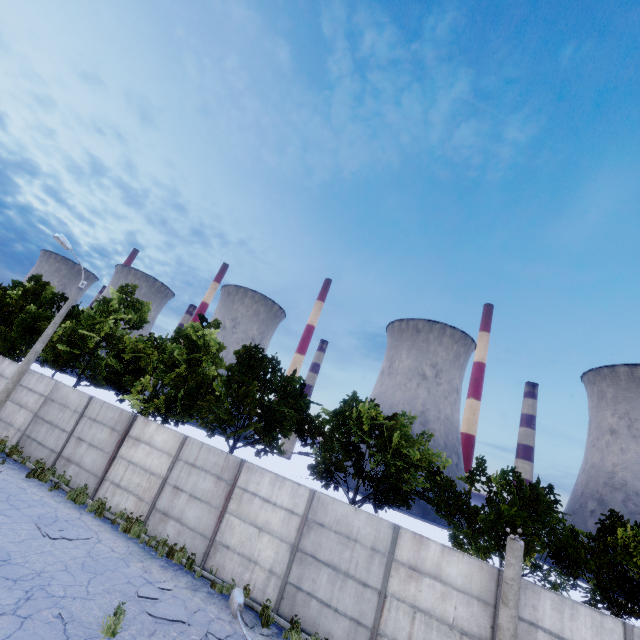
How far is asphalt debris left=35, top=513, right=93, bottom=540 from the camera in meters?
9.9

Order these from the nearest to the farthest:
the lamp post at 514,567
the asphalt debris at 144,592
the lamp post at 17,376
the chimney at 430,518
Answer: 1. the lamp post at 514,567
2. the asphalt debris at 144,592
3. the lamp post at 17,376
4. the chimney at 430,518

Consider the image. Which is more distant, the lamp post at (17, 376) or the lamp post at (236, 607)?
the lamp post at (17, 376)

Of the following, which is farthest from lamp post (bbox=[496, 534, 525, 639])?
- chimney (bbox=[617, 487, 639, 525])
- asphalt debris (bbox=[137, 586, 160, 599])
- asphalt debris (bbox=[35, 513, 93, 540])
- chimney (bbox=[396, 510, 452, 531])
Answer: chimney (bbox=[617, 487, 639, 525])

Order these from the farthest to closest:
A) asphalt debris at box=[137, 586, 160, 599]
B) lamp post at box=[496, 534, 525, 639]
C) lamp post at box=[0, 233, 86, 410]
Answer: lamp post at box=[0, 233, 86, 410] → asphalt debris at box=[137, 586, 160, 599] → lamp post at box=[496, 534, 525, 639]

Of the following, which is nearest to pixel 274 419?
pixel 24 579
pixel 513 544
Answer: pixel 24 579

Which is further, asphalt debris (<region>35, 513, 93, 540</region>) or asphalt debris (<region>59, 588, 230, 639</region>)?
asphalt debris (<region>35, 513, 93, 540</region>)

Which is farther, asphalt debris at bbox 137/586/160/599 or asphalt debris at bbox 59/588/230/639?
asphalt debris at bbox 137/586/160/599
